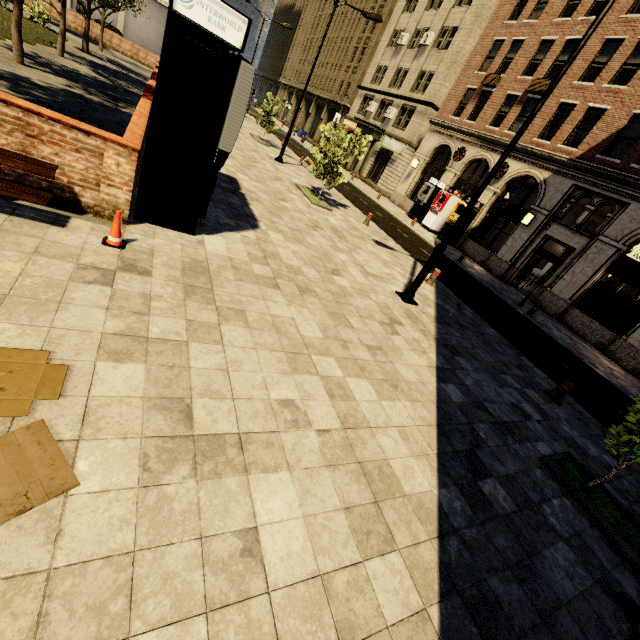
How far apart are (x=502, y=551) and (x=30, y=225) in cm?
677

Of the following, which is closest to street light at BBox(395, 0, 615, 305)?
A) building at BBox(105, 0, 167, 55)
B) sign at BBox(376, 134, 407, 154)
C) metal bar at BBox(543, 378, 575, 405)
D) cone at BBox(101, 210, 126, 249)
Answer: metal bar at BBox(543, 378, 575, 405)

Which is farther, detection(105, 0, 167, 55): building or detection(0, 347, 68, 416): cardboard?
detection(105, 0, 167, 55): building

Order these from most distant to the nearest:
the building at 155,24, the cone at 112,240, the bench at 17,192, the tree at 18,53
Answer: the building at 155,24, the tree at 18,53, the cone at 112,240, the bench at 17,192

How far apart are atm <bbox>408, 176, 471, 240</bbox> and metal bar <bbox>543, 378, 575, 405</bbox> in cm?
1794

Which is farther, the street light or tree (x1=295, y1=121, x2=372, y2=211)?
tree (x1=295, y1=121, x2=372, y2=211)

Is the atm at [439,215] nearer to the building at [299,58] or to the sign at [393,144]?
the building at [299,58]

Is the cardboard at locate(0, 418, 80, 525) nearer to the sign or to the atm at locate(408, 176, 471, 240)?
the atm at locate(408, 176, 471, 240)
